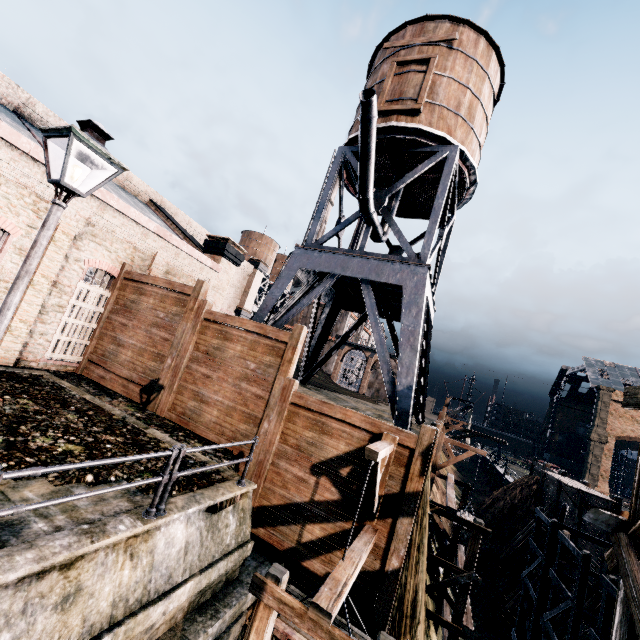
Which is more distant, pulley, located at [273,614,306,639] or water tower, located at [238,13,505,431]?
water tower, located at [238,13,505,431]

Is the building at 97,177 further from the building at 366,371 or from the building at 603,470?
the building at 366,371

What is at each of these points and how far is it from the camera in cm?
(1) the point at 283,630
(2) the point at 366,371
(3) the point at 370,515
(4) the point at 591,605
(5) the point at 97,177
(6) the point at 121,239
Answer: (1) pulley, 635
(2) building, 5847
(3) pulley, 865
(4) wooden brace, 1798
(5) building, 1997
(6) building, 1566

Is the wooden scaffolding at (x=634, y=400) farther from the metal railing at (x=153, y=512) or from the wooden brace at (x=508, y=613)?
the wooden brace at (x=508, y=613)

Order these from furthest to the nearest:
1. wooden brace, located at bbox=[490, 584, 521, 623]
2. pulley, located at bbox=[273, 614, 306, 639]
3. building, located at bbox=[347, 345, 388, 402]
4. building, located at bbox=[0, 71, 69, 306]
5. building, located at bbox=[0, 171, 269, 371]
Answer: building, located at bbox=[347, 345, 388, 402]
wooden brace, located at bbox=[490, 584, 521, 623]
building, located at bbox=[0, 171, 269, 371]
building, located at bbox=[0, 71, 69, 306]
pulley, located at bbox=[273, 614, 306, 639]

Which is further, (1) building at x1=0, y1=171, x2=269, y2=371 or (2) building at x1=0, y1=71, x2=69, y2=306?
(1) building at x1=0, y1=171, x2=269, y2=371

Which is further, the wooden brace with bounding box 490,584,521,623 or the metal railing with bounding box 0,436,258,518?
the wooden brace with bounding box 490,584,521,623

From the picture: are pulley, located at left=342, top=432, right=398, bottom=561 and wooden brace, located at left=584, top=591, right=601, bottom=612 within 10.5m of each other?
no
